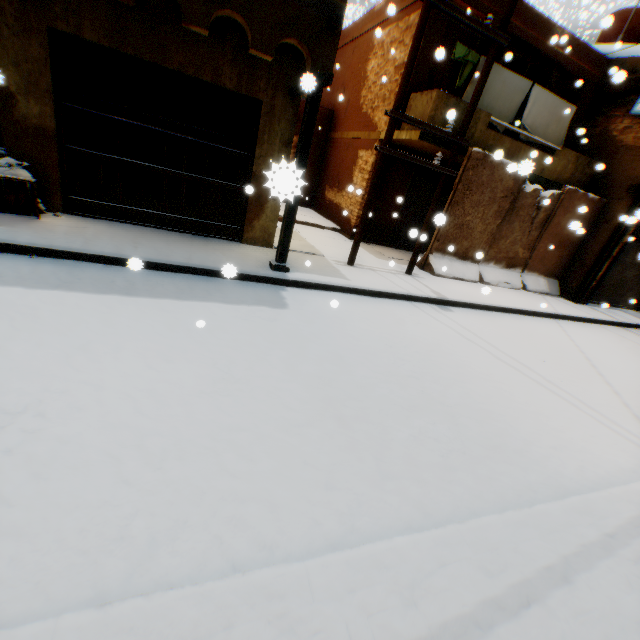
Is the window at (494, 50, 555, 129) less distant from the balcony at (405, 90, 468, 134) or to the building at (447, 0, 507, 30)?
the building at (447, 0, 507, 30)

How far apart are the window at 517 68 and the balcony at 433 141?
1.1m

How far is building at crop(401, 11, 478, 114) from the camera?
8.43m

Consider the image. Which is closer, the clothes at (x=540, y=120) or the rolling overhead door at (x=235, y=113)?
the rolling overhead door at (x=235, y=113)

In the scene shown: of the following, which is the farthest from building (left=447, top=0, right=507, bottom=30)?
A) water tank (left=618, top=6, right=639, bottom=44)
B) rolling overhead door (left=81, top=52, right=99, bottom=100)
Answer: water tank (left=618, top=6, right=639, bottom=44)

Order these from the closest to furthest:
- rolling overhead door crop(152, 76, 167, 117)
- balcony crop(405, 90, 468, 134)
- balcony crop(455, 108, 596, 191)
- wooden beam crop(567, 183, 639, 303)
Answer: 1. rolling overhead door crop(152, 76, 167, 117)
2. balcony crop(405, 90, 468, 134)
3. balcony crop(455, 108, 596, 191)
4. wooden beam crop(567, 183, 639, 303)

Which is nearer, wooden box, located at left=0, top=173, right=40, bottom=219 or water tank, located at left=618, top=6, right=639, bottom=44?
wooden box, located at left=0, top=173, right=40, bottom=219

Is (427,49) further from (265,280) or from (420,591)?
(420,591)
